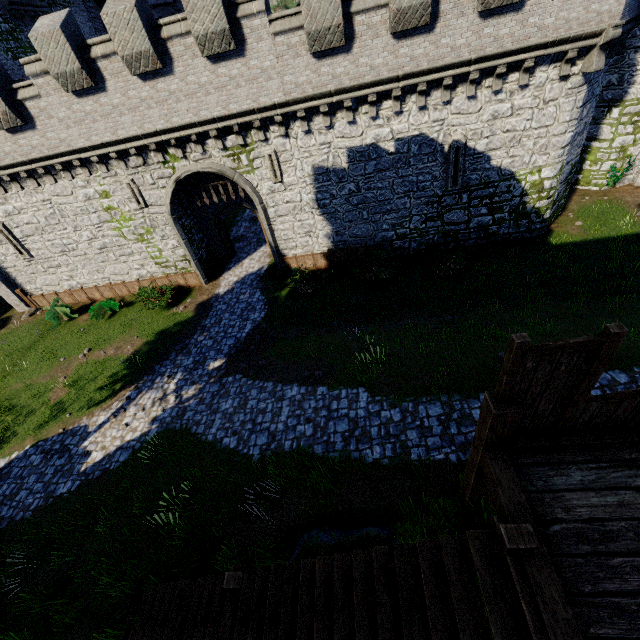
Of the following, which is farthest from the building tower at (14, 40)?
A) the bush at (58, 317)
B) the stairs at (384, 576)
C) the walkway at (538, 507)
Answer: the walkway at (538, 507)

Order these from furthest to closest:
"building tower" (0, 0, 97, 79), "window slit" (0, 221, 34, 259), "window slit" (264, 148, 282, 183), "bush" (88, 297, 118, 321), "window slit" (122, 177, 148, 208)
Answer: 1. "building tower" (0, 0, 97, 79)
2. "bush" (88, 297, 118, 321)
3. "window slit" (0, 221, 34, 259)
4. "window slit" (122, 177, 148, 208)
5. "window slit" (264, 148, 282, 183)

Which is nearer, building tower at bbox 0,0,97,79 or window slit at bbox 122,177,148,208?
window slit at bbox 122,177,148,208

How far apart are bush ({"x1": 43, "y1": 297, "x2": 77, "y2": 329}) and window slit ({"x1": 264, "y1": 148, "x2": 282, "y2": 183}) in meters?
14.7 m

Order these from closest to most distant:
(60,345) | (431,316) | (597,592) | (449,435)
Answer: (597,592)
(449,435)
(431,316)
(60,345)

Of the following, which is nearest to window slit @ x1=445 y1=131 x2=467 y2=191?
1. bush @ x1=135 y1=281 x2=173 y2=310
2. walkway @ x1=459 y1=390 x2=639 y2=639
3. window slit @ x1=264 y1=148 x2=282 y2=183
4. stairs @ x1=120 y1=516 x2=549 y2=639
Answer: window slit @ x1=264 y1=148 x2=282 y2=183

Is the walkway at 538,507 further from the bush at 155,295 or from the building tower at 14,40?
the building tower at 14,40

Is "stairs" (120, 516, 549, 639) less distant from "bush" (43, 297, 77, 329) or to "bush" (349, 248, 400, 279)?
"bush" (349, 248, 400, 279)
